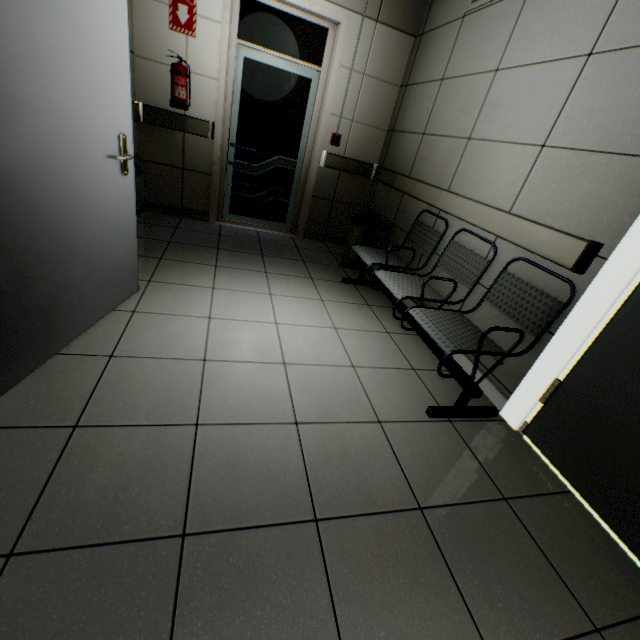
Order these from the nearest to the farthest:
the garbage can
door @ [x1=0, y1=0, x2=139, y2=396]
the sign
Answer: door @ [x1=0, y1=0, x2=139, y2=396]
the sign
the garbage can

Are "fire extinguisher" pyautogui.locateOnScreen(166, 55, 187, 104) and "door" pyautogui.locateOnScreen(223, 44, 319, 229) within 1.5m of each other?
yes

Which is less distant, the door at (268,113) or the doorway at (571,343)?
the doorway at (571,343)

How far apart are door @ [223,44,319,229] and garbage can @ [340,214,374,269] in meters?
1.1

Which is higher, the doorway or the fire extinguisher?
the fire extinguisher

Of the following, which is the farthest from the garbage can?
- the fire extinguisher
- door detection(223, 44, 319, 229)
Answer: the fire extinguisher

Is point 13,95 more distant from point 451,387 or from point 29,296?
point 451,387

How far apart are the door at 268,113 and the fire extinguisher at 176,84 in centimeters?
49cm
